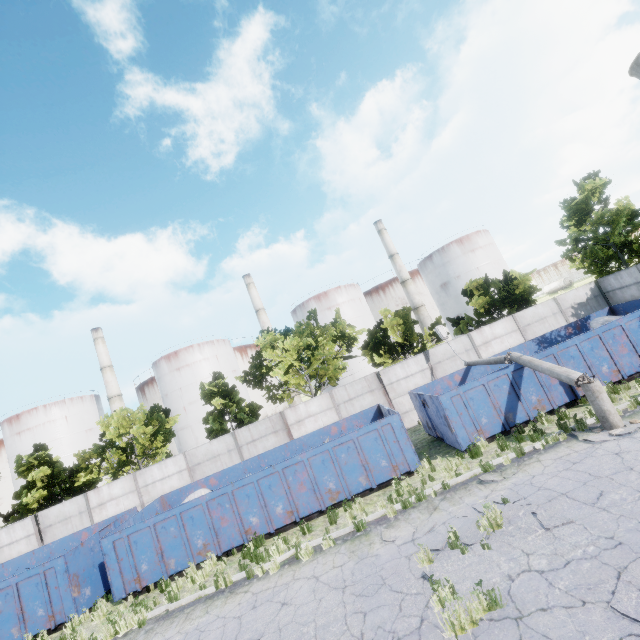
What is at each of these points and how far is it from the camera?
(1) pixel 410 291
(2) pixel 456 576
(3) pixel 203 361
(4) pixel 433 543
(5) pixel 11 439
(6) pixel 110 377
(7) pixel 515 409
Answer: (1) chimney, 51.3 meters
(2) asphalt debris, 6.2 meters
(3) storage tank, 50.0 meters
(4) asphalt debris, 7.5 meters
(5) storage tank, 47.8 meters
(6) chimney, 48.8 meters
(7) garbage container, 12.0 meters

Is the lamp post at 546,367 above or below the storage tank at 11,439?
below

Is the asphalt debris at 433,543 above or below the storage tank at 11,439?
below

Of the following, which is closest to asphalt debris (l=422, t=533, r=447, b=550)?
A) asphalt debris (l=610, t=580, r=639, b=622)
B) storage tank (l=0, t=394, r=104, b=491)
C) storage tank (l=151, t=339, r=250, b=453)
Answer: asphalt debris (l=610, t=580, r=639, b=622)

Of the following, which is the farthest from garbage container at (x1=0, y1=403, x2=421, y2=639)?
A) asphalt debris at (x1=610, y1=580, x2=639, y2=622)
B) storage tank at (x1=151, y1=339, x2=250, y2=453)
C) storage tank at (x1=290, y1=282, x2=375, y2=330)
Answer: storage tank at (x1=151, y1=339, x2=250, y2=453)

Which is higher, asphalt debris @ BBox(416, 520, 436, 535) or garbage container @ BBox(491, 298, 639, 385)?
garbage container @ BBox(491, 298, 639, 385)

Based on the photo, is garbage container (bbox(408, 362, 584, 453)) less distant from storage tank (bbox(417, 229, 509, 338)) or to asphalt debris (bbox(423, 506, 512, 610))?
asphalt debris (bbox(423, 506, 512, 610))

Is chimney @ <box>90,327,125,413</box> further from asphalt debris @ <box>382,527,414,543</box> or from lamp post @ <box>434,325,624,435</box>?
lamp post @ <box>434,325,624,435</box>
